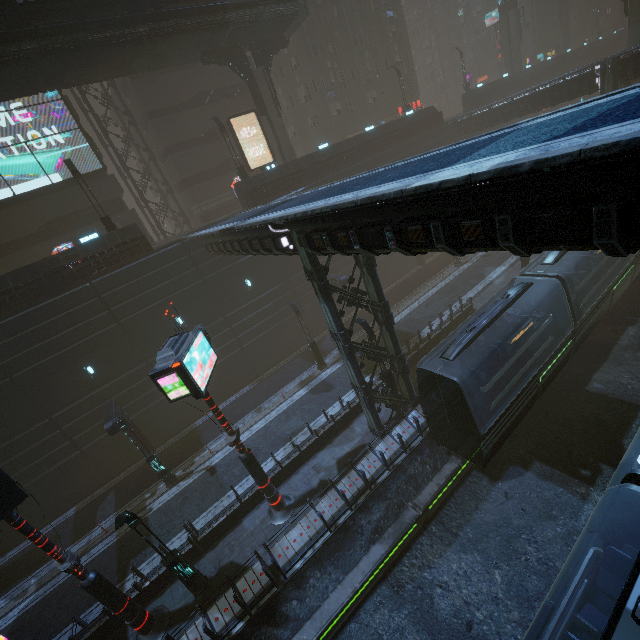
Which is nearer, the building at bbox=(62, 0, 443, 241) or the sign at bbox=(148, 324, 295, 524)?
the sign at bbox=(148, 324, 295, 524)

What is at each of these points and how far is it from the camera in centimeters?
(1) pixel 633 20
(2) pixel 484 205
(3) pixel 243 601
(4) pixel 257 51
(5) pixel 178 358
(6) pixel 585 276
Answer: (1) sm, 2803cm
(2) building, 558cm
(3) building, 1178cm
(4) building structure, 2556cm
(5) sign, 1023cm
(6) train, 1981cm

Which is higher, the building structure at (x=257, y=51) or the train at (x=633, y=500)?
the building structure at (x=257, y=51)

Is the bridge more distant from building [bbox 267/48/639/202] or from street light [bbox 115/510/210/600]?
street light [bbox 115/510/210/600]

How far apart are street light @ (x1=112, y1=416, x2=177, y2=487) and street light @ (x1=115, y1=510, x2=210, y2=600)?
6.6 meters

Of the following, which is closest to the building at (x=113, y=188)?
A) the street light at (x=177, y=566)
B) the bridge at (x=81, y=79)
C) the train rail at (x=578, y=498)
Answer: the train rail at (x=578, y=498)

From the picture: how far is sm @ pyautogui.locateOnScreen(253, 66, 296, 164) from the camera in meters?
25.5

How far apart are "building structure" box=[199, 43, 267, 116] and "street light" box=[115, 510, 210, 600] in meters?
28.5 m
